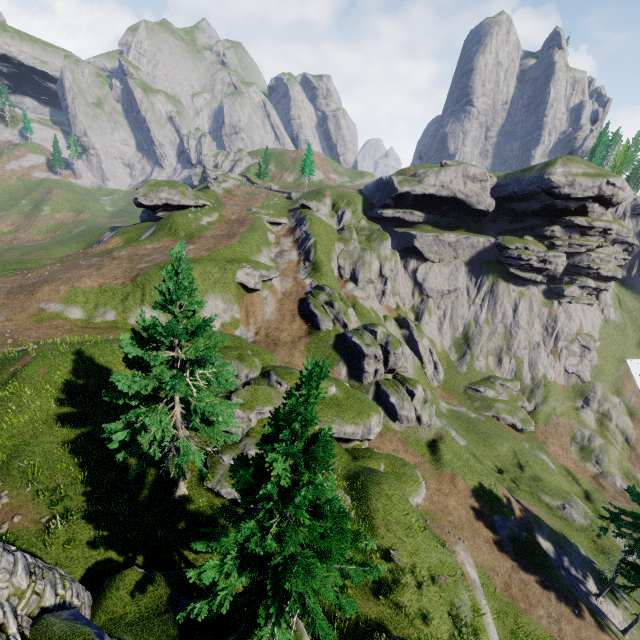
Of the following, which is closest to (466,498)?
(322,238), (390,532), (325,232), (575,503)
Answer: (390,532)

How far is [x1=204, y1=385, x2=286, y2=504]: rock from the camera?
17.02m

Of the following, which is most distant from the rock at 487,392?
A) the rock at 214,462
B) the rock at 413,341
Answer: the rock at 214,462

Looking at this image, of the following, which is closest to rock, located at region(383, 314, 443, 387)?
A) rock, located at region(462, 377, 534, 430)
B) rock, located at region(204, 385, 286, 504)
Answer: rock, located at region(462, 377, 534, 430)

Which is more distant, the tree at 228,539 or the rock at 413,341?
the rock at 413,341

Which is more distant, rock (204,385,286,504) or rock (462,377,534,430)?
rock (462,377,534,430)

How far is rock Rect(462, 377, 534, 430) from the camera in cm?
5372

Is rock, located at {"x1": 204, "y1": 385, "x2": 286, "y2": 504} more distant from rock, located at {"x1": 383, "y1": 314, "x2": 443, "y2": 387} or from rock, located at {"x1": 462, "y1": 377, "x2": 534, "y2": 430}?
rock, located at {"x1": 462, "y1": 377, "x2": 534, "y2": 430}
